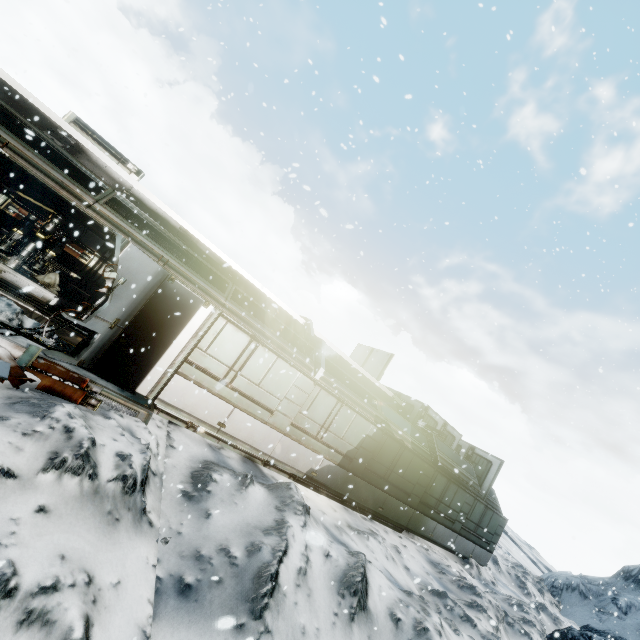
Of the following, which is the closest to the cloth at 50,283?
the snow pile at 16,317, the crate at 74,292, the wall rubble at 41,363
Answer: the crate at 74,292

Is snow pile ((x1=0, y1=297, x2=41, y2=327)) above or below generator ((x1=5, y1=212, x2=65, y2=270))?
below

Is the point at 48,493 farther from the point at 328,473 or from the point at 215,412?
the point at 328,473

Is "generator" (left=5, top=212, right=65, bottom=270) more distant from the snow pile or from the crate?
the snow pile

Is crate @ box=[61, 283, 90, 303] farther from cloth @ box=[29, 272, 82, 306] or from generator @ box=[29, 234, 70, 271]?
generator @ box=[29, 234, 70, 271]

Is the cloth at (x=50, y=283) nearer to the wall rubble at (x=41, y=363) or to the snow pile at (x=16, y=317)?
the snow pile at (x=16, y=317)

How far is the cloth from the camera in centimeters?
1191cm

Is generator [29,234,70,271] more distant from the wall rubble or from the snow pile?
the wall rubble
